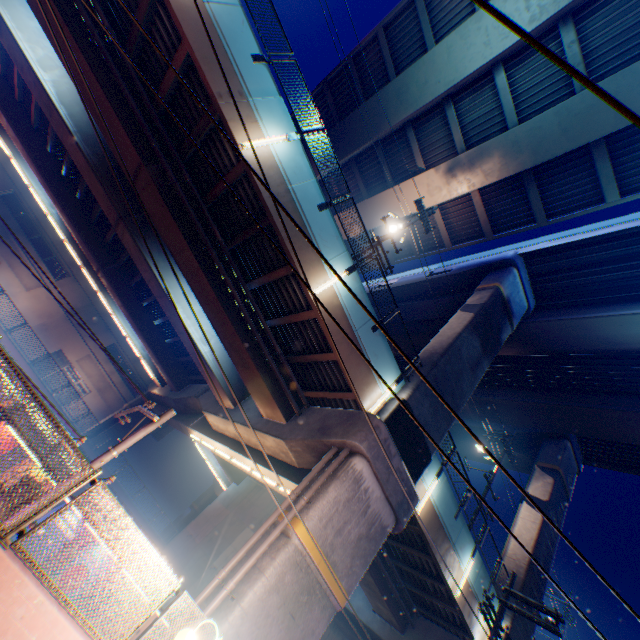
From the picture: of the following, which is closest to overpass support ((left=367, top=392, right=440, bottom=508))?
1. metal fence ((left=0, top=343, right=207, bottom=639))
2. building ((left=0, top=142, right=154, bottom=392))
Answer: metal fence ((left=0, top=343, right=207, bottom=639))

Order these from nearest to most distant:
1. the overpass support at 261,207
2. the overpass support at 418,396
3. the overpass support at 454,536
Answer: the overpass support at 261,207 → the overpass support at 418,396 → the overpass support at 454,536

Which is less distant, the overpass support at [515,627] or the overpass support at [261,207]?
the overpass support at [261,207]

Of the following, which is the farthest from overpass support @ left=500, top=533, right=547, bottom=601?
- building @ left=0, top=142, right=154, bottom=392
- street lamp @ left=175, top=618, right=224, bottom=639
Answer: building @ left=0, top=142, right=154, bottom=392

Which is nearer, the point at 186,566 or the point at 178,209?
the point at 178,209

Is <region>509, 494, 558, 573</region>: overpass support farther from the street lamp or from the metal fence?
the street lamp

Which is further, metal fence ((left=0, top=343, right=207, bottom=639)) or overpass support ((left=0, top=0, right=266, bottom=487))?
overpass support ((left=0, top=0, right=266, bottom=487))

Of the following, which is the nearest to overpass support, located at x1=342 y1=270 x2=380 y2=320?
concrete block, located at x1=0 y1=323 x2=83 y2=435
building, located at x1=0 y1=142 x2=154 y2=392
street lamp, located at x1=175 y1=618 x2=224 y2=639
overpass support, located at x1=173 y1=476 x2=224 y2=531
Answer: overpass support, located at x1=173 y1=476 x2=224 y2=531
